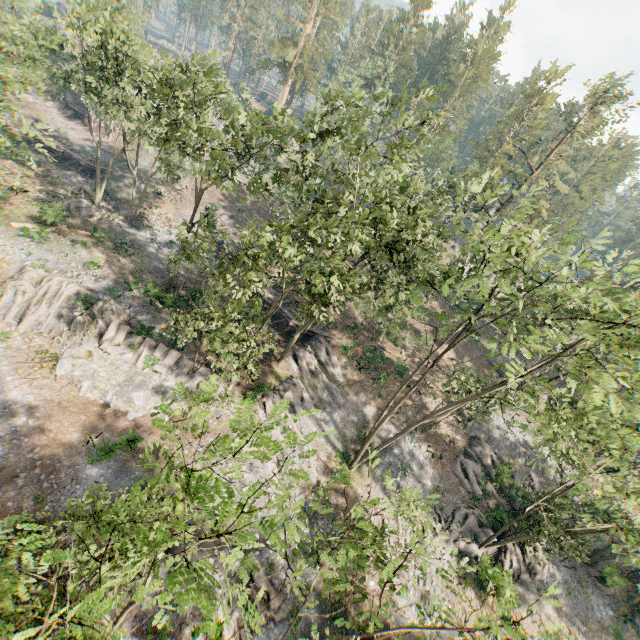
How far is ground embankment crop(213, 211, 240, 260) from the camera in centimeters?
4056cm

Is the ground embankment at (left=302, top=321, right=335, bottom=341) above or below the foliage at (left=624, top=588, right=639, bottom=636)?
above

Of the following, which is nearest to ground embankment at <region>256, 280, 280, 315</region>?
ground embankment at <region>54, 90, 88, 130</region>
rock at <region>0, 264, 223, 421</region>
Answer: rock at <region>0, 264, 223, 421</region>

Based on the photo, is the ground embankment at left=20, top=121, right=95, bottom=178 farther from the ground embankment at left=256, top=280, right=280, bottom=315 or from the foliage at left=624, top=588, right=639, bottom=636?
the ground embankment at left=256, top=280, right=280, bottom=315

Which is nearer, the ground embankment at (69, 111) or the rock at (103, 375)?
the rock at (103, 375)

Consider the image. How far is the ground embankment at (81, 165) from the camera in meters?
39.9 m

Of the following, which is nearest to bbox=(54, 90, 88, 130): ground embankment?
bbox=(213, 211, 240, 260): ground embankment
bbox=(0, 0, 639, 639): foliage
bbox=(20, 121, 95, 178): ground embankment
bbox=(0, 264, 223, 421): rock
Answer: bbox=(0, 0, 639, 639): foliage

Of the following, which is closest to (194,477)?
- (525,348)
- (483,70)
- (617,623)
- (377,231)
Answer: (525,348)
